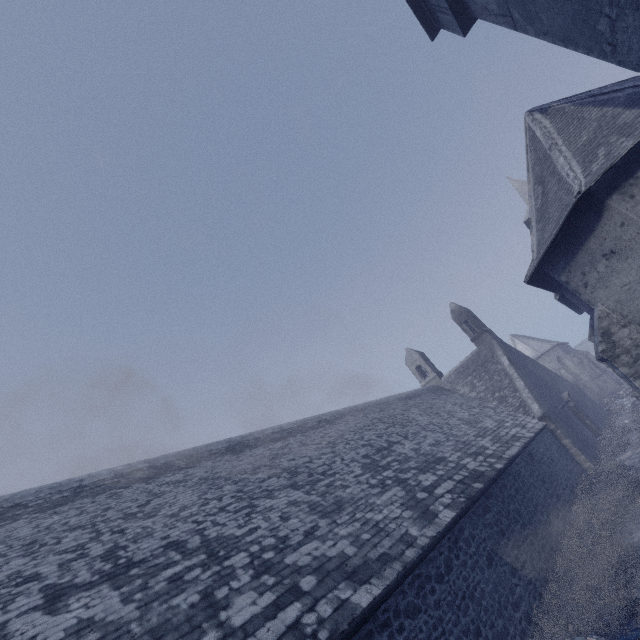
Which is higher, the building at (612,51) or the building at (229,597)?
the building at (612,51)

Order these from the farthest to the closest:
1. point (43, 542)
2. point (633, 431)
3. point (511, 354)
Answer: point (511, 354) → point (633, 431) → point (43, 542)

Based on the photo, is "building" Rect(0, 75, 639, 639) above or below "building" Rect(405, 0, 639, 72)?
below

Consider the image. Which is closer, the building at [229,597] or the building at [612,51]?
the building at [229,597]

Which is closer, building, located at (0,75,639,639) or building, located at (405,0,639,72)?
building, located at (0,75,639,639)
